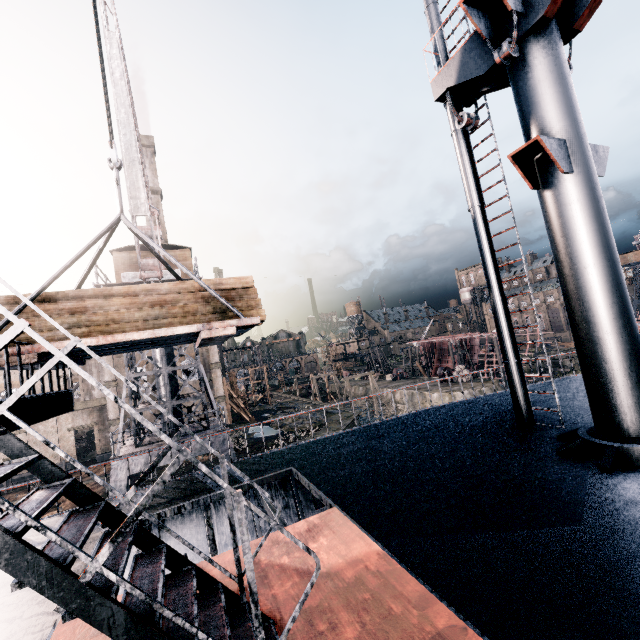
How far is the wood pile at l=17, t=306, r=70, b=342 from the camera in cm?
670

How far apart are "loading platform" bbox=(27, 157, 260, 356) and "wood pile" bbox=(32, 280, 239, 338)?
0.0m

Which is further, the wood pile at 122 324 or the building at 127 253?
the building at 127 253

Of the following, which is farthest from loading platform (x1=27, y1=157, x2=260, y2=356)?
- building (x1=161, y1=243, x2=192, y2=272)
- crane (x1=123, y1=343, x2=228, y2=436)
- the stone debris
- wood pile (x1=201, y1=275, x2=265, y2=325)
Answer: the stone debris

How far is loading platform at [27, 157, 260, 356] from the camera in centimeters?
692cm

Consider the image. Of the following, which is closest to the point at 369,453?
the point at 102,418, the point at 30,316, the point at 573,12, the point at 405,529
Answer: the point at 405,529

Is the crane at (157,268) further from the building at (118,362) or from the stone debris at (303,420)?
the stone debris at (303,420)
